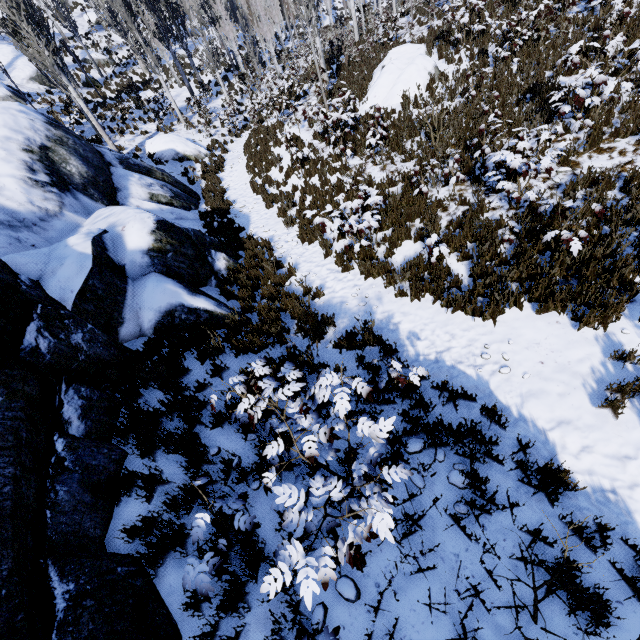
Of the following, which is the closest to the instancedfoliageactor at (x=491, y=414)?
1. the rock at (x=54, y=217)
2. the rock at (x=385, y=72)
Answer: the rock at (x=54, y=217)

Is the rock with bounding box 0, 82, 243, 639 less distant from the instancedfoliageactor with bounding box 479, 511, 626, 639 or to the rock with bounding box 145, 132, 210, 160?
the instancedfoliageactor with bounding box 479, 511, 626, 639

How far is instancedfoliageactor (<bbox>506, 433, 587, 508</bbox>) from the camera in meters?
3.3 m

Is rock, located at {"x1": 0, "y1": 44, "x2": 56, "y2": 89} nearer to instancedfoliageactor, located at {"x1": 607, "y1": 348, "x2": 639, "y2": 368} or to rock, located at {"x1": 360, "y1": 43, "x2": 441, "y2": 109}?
instancedfoliageactor, located at {"x1": 607, "y1": 348, "x2": 639, "y2": 368}

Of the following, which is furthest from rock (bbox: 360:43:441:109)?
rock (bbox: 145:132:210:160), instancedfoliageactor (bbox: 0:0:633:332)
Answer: rock (bbox: 145:132:210:160)

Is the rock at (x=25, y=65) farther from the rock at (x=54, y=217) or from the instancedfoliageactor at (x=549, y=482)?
the rock at (x=54, y=217)

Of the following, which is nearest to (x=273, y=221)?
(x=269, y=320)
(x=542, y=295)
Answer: (x=269, y=320)

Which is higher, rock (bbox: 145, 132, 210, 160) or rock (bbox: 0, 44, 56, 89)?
rock (bbox: 0, 44, 56, 89)
